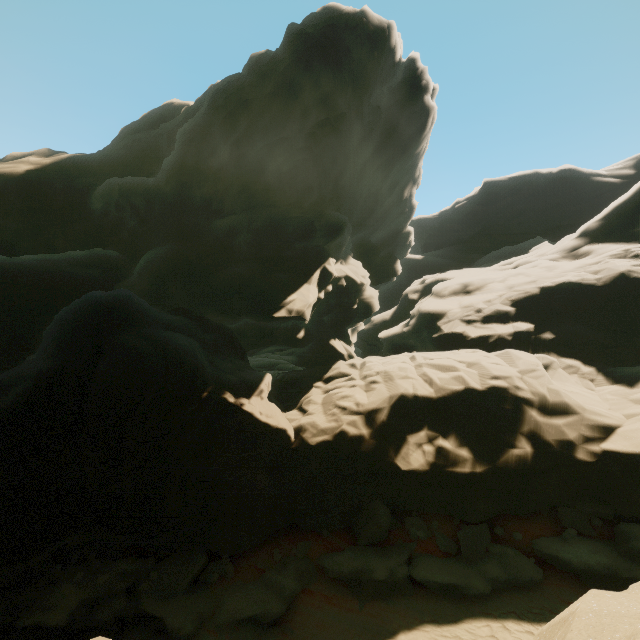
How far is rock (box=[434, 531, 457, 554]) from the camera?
11.0 meters

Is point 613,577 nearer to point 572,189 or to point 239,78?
point 239,78

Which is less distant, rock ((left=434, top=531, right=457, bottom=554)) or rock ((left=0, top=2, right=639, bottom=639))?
rock ((left=0, top=2, right=639, bottom=639))

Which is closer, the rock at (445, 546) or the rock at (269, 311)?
the rock at (269, 311)

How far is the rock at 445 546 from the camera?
11.0m
